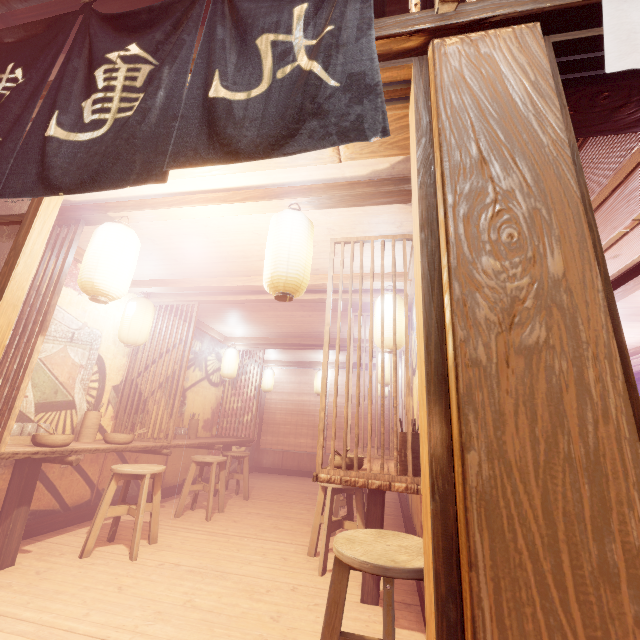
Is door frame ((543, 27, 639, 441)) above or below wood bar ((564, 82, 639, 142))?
below

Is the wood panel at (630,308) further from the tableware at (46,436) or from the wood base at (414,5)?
the tableware at (46,436)

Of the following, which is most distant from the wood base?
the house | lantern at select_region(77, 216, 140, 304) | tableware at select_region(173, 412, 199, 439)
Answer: tableware at select_region(173, 412, 199, 439)

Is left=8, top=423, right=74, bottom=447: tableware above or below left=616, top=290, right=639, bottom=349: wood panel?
below

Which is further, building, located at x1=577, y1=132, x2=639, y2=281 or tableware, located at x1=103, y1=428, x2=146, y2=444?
tableware, located at x1=103, y1=428, x2=146, y2=444

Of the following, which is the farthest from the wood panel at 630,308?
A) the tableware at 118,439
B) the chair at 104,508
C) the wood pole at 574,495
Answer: the tableware at 118,439

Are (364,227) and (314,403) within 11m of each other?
no

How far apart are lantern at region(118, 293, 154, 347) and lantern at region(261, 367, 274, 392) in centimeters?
860cm
